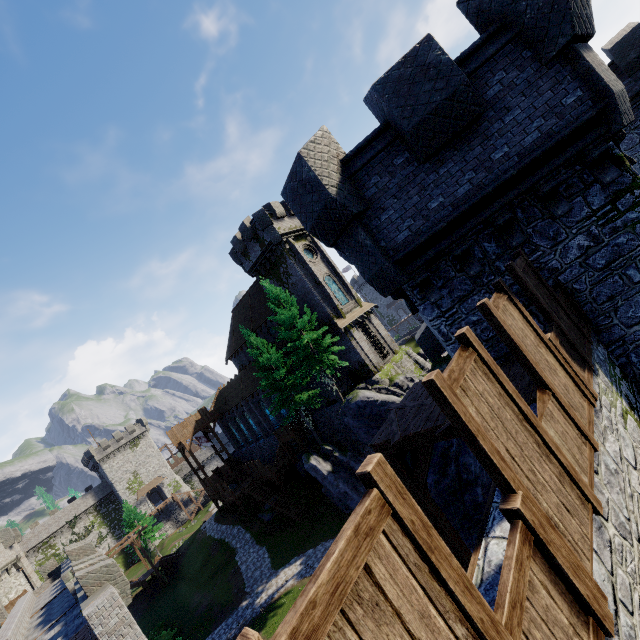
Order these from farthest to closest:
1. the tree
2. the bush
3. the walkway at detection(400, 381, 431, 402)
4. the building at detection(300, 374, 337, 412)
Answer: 1. the building at detection(300, 374, 337, 412)
2. the bush
3. the tree
4. the walkway at detection(400, 381, 431, 402)

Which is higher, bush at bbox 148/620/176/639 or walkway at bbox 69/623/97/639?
walkway at bbox 69/623/97/639

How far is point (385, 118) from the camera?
6.9m

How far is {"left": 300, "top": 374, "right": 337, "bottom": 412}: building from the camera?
31.69m

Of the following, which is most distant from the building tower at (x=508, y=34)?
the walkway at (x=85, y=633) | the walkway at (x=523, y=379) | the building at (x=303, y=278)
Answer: the building at (x=303, y=278)

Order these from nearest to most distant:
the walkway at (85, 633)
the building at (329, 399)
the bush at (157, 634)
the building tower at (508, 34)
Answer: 1. the building tower at (508, 34)
2. the walkway at (85, 633)
3. the bush at (157, 634)
4. the building at (329, 399)

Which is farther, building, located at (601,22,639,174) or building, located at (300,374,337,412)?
building, located at (300,374,337,412)

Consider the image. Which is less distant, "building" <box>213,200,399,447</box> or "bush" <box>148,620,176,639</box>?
"bush" <box>148,620,176,639</box>
